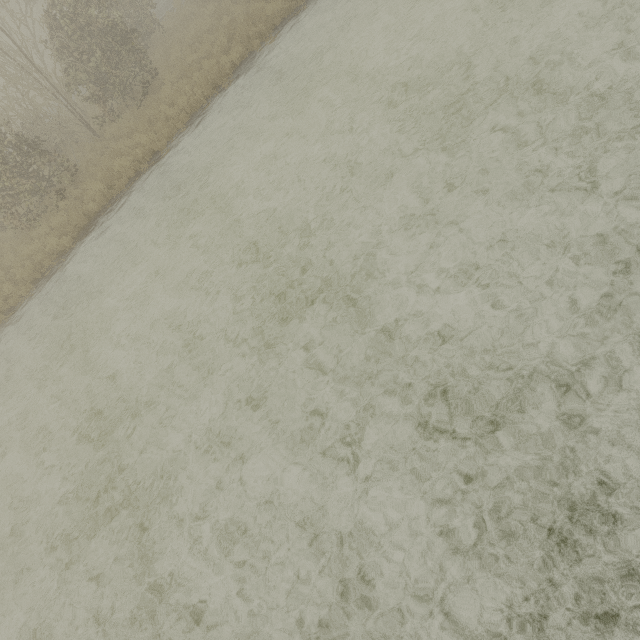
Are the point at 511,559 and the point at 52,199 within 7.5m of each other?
no
